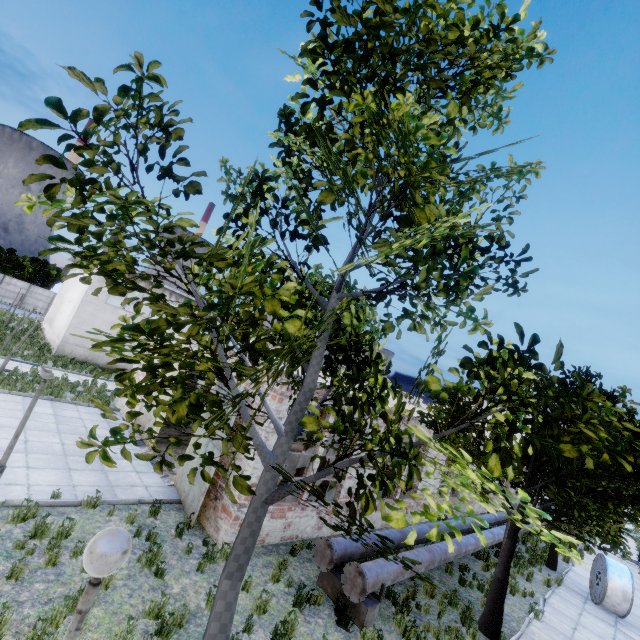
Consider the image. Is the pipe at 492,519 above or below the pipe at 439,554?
above

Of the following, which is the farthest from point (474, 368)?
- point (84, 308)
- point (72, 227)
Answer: point (84, 308)

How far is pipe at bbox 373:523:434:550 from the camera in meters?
10.2 m

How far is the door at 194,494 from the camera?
Answer: 9.07m

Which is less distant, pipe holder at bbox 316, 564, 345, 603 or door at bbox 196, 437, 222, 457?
pipe holder at bbox 316, 564, 345, 603

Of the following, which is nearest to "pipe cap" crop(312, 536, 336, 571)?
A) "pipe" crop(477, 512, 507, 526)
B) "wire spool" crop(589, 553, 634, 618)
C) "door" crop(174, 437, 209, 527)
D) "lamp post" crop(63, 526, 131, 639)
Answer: "pipe" crop(477, 512, 507, 526)

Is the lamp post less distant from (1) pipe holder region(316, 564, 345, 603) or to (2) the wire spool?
(1) pipe holder region(316, 564, 345, 603)

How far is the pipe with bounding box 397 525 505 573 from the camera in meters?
9.4
